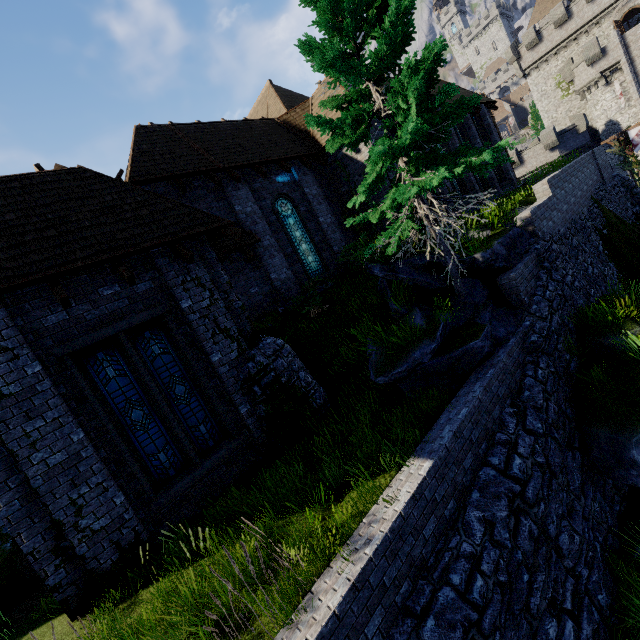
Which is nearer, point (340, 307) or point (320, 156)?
point (340, 307)

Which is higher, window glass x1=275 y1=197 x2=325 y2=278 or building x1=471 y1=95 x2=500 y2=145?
building x1=471 y1=95 x2=500 y2=145

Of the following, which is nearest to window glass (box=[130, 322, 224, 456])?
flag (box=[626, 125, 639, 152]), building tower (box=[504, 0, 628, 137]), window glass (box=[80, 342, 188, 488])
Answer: window glass (box=[80, 342, 188, 488])

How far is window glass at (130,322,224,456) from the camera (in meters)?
7.41

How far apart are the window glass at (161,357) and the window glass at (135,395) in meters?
0.3

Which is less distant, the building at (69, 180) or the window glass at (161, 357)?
the building at (69, 180)

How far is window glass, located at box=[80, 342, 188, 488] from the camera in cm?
681

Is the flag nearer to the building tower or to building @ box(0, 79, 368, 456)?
the building tower
